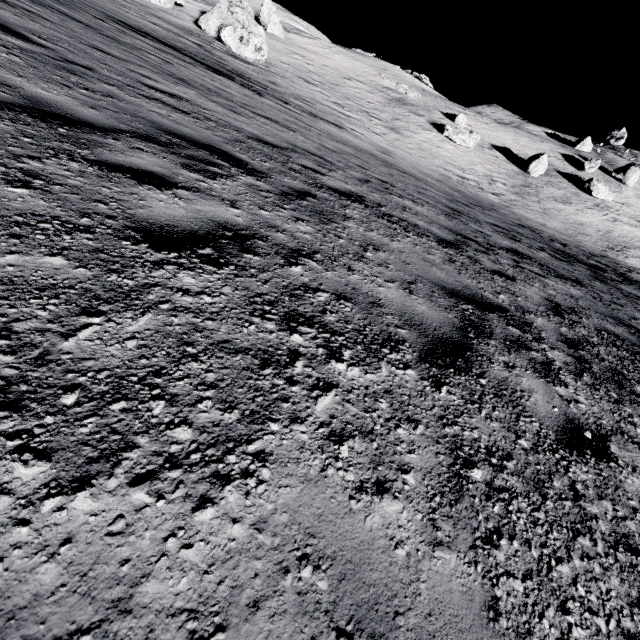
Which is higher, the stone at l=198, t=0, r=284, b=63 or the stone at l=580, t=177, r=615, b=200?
the stone at l=580, t=177, r=615, b=200

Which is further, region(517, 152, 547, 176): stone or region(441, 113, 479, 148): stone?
region(517, 152, 547, 176): stone

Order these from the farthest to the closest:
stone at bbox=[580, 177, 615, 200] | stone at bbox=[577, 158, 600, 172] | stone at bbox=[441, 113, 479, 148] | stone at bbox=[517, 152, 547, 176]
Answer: stone at bbox=[577, 158, 600, 172] → stone at bbox=[580, 177, 615, 200] → stone at bbox=[517, 152, 547, 176] → stone at bbox=[441, 113, 479, 148]

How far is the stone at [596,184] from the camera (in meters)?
34.06

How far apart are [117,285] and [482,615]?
2.1 meters

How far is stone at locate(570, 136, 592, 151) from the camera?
53.5m

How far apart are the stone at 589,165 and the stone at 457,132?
17.27m

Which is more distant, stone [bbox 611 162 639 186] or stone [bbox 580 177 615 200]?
stone [bbox 611 162 639 186]
